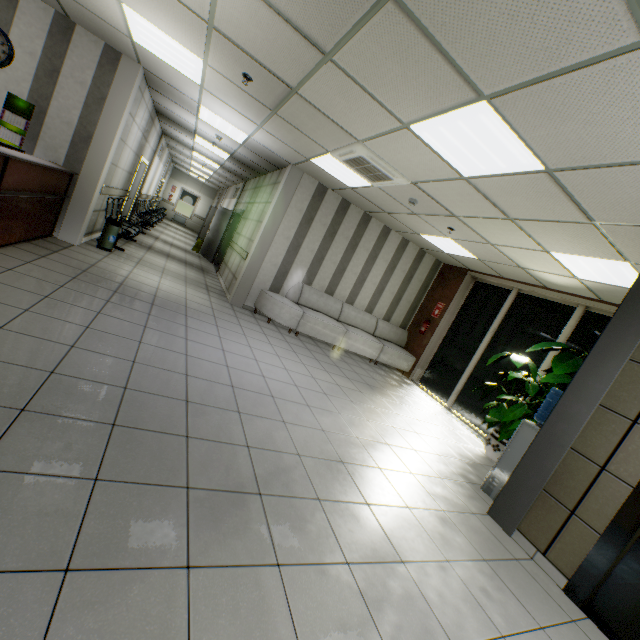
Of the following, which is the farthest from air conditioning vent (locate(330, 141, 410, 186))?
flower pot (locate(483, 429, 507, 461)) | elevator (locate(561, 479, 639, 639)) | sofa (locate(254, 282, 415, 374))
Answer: flower pot (locate(483, 429, 507, 461))

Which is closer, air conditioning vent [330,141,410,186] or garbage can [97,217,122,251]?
air conditioning vent [330,141,410,186]

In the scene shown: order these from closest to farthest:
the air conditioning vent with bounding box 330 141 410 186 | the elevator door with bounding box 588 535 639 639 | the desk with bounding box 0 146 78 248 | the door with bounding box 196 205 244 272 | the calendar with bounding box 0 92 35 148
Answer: the elevator door with bounding box 588 535 639 639 < the desk with bounding box 0 146 78 248 < the air conditioning vent with bounding box 330 141 410 186 < the calendar with bounding box 0 92 35 148 < the door with bounding box 196 205 244 272

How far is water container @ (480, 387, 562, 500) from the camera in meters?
3.8

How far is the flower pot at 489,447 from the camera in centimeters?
529cm

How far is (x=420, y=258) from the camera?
8.8 meters

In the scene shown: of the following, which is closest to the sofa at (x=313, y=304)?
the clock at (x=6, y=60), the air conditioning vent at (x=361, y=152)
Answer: the air conditioning vent at (x=361, y=152)

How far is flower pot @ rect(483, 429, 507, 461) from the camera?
5.29m
